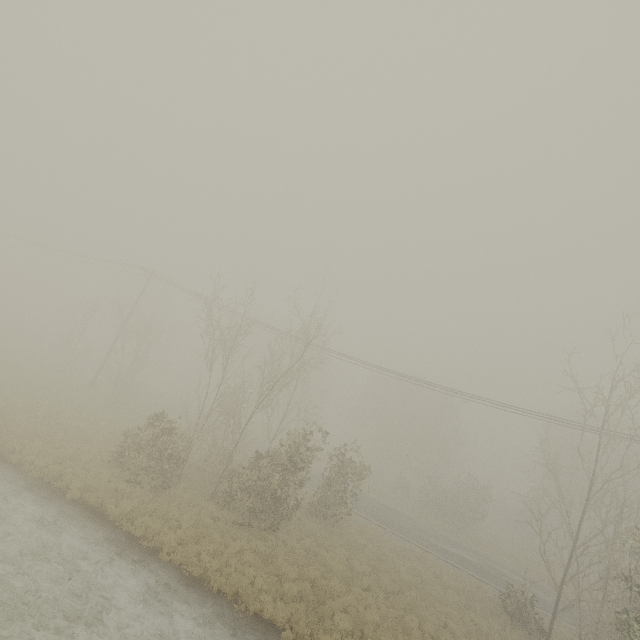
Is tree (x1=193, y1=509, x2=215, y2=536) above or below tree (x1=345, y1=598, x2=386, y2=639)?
above

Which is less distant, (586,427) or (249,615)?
(249,615)

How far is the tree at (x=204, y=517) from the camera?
13.79m

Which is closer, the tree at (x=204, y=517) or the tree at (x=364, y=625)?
the tree at (x=364, y=625)

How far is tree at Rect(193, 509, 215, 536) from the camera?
13.8m

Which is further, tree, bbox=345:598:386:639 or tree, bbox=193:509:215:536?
tree, bbox=193:509:215:536
